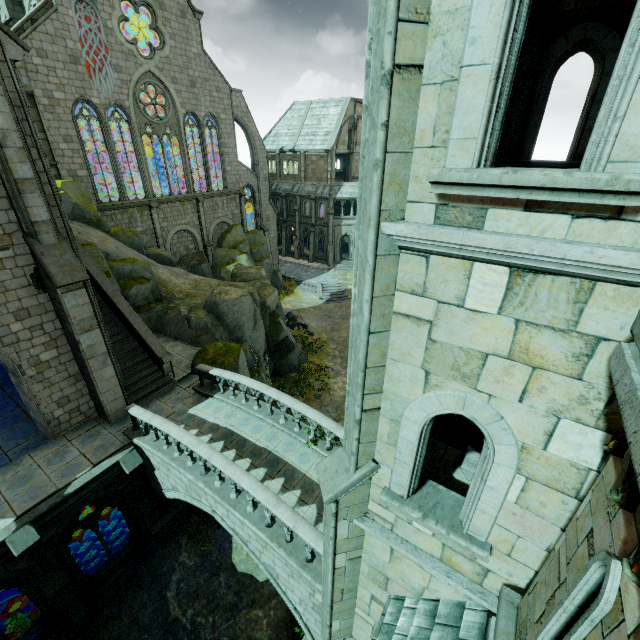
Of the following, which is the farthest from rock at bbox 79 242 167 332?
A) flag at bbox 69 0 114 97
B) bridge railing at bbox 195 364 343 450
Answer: flag at bbox 69 0 114 97

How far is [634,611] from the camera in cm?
183

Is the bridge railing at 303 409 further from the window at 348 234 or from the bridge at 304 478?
the window at 348 234

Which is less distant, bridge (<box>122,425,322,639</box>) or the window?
bridge (<box>122,425,322,639</box>)

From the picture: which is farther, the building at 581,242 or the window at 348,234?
the window at 348,234

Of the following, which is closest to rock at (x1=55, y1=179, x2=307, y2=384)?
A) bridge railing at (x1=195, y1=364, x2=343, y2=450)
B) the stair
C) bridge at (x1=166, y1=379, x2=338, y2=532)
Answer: bridge at (x1=166, y1=379, x2=338, y2=532)

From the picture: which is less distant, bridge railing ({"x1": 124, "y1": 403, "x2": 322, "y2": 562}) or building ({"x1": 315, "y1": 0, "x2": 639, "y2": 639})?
building ({"x1": 315, "y1": 0, "x2": 639, "y2": 639})

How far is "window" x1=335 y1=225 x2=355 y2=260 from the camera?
44.0m
